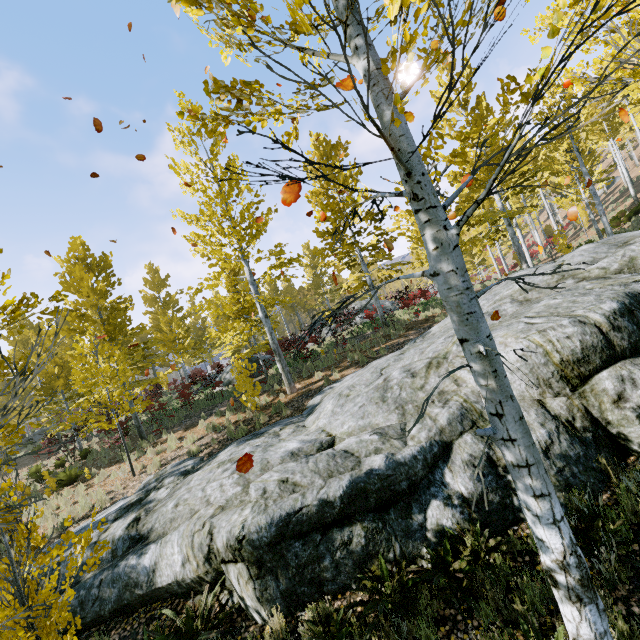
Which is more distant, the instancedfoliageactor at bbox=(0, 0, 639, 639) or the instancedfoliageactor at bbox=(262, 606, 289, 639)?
the instancedfoliageactor at bbox=(262, 606, 289, 639)

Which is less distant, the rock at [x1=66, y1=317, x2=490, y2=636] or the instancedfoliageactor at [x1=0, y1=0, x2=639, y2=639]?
the instancedfoliageactor at [x1=0, y1=0, x2=639, y2=639]

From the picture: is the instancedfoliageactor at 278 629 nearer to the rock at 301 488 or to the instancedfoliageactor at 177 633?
the rock at 301 488

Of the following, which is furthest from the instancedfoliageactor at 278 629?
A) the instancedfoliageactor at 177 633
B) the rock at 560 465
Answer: the instancedfoliageactor at 177 633

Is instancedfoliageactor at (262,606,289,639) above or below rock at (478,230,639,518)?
below

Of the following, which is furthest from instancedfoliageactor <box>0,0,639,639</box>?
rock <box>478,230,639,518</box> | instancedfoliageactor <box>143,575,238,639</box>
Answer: instancedfoliageactor <box>143,575,238,639</box>

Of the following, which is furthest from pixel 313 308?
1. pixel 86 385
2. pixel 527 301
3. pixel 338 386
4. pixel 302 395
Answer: pixel 527 301
